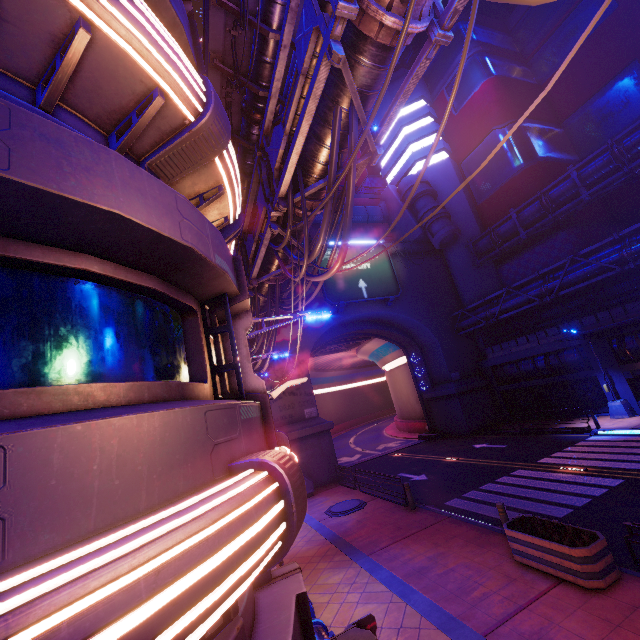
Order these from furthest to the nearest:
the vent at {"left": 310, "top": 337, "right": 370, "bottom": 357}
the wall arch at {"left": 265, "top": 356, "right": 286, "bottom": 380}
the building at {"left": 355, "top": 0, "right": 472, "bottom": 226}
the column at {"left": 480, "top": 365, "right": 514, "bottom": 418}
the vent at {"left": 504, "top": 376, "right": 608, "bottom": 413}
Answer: the building at {"left": 355, "top": 0, "right": 472, "bottom": 226}
the vent at {"left": 310, "top": 337, "right": 370, "bottom": 357}
the column at {"left": 480, "top": 365, "right": 514, "bottom": 418}
the wall arch at {"left": 265, "top": 356, "right": 286, "bottom": 380}
the vent at {"left": 504, "top": 376, "right": 608, "bottom": 413}

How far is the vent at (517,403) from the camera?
22.5m

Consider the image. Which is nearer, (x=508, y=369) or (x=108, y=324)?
(x=108, y=324)

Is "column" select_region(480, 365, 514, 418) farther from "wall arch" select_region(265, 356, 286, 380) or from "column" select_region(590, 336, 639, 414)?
"column" select_region(590, 336, 639, 414)

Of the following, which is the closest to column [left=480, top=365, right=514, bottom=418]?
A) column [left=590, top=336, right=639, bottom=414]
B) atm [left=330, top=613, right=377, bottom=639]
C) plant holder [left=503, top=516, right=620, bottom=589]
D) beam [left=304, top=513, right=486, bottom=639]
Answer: column [left=590, top=336, right=639, bottom=414]

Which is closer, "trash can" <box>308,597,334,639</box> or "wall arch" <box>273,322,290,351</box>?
"trash can" <box>308,597,334,639</box>

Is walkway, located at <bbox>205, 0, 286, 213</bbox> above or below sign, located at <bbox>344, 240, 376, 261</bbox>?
below

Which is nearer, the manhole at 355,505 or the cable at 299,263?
the cable at 299,263
